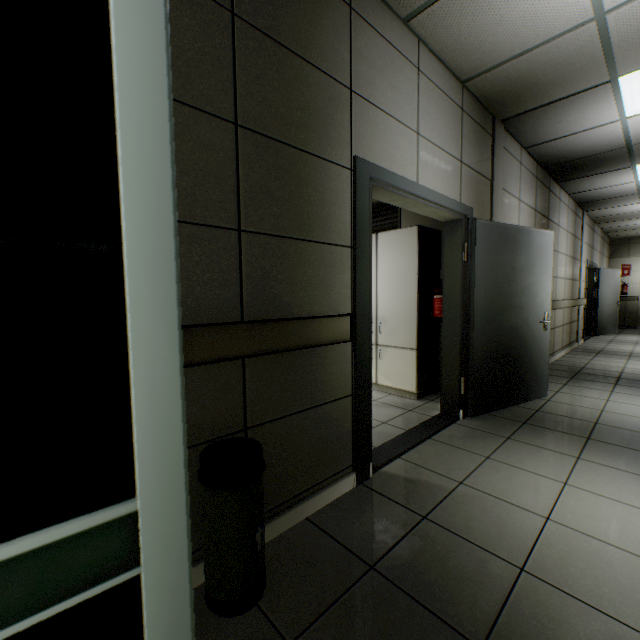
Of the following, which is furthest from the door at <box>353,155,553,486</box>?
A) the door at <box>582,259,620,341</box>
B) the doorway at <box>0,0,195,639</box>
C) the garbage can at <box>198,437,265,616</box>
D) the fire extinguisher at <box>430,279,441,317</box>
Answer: the door at <box>582,259,620,341</box>

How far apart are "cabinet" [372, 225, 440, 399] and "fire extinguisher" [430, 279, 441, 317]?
0.35m

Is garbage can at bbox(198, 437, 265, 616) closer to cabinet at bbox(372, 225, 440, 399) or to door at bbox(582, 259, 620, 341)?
cabinet at bbox(372, 225, 440, 399)

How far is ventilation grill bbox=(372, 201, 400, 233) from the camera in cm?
463

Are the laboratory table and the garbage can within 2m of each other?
no

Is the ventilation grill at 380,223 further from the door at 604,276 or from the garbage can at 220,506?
the door at 604,276

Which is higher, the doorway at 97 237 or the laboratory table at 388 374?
the doorway at 97 237

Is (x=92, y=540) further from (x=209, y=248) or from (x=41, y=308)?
(x=209, y=248)
